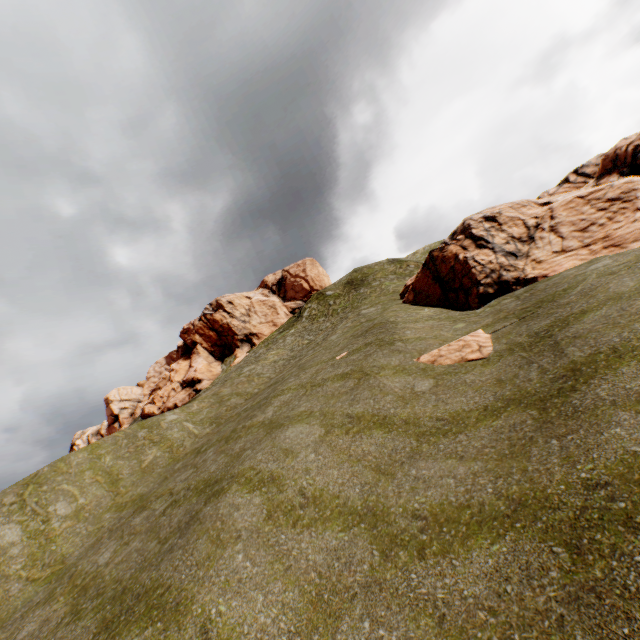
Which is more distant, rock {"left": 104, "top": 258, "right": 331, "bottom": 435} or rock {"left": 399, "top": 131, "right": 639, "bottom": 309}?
rock {"left": 104, "top": 258, "right": 331, "bottom": 435}

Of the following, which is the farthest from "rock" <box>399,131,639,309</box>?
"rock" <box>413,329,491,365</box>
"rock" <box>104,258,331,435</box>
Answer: "rock" <box>104,258,331,435</box>

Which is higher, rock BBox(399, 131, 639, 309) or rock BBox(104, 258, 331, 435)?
rock BBox(104, 258, 331, 435)

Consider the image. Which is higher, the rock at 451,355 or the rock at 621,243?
the rock at 621,243

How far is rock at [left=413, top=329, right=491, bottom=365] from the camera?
11.8 meters

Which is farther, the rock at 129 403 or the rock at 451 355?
the rock at 129 403

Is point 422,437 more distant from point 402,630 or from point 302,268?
point 302,268
